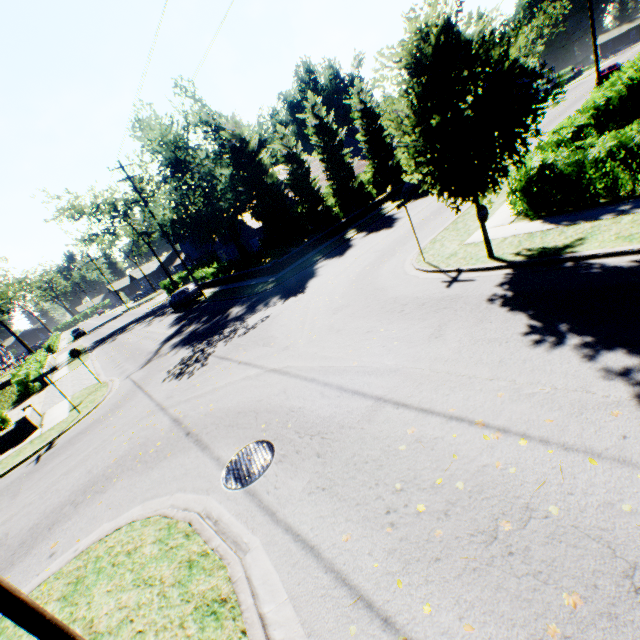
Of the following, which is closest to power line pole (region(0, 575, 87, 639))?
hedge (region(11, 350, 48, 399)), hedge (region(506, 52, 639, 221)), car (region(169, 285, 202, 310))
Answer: car (region(169, 285, 202, 310))

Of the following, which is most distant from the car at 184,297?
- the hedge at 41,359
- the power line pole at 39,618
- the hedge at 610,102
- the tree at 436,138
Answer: the power line pole at 39,618

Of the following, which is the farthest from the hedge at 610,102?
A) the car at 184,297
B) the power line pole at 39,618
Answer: the power line pole at 39,618

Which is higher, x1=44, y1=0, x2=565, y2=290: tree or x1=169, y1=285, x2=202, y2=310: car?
x1=44, y1=0, x2=565, y2=290: tree

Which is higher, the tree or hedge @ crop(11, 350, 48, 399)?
the tree

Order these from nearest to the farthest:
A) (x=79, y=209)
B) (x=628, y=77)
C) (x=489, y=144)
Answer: (x=489, y=144), (x=628, y=77), (x=79, y=209)

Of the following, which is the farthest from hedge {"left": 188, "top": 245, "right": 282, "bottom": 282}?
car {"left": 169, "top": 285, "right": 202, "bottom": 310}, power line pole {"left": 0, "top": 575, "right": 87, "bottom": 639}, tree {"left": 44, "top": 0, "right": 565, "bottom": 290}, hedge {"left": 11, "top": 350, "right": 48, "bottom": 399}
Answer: power line pole {"left": 0, "top": 575, "right": 87, "bottom": 639}
